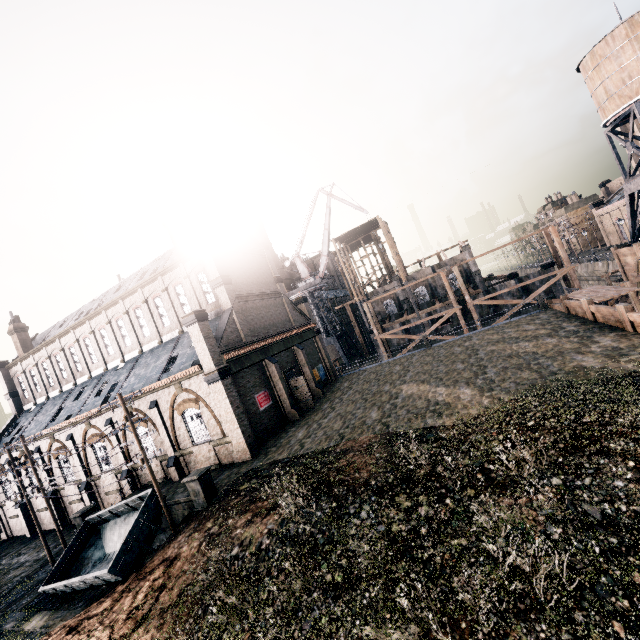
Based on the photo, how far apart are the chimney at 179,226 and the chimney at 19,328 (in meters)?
28.48

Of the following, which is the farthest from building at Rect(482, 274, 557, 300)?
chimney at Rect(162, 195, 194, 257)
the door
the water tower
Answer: the water tower

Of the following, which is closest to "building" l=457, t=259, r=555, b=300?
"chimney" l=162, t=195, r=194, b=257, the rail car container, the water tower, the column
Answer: "chimney" l=162, t=195, r=194, b=257

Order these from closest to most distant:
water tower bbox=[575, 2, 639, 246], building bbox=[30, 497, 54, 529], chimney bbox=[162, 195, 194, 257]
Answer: water tower bbox=[575, 2, 639, 246] → chimney bbox=[162, 195, 194, 257] → building bbox=[30, 497, 54, 529]

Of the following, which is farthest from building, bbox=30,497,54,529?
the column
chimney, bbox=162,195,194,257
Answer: the column

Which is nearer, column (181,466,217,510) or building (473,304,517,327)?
column (181,466,217,510)

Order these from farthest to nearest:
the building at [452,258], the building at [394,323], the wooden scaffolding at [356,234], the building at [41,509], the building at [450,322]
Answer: the building at [394,323]
the building at [450,322]
the building at [452,258]
the wooden scaffolding at [356,234]
the building at [41,509]

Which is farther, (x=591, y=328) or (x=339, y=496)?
(x=591, y=328)
